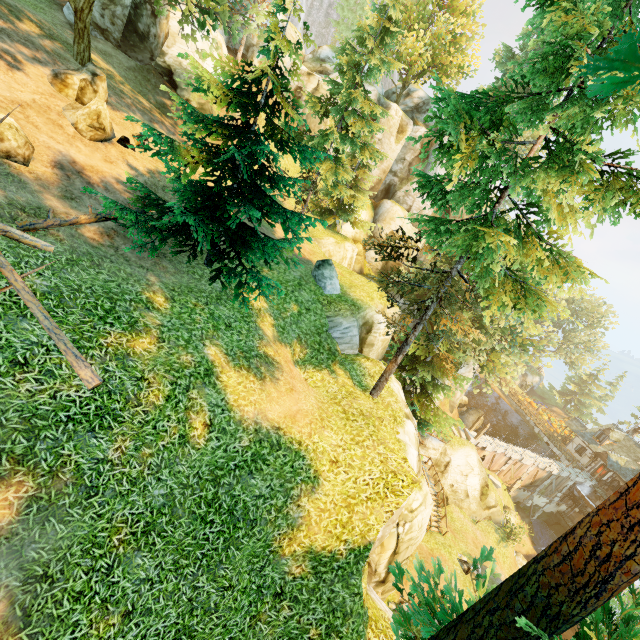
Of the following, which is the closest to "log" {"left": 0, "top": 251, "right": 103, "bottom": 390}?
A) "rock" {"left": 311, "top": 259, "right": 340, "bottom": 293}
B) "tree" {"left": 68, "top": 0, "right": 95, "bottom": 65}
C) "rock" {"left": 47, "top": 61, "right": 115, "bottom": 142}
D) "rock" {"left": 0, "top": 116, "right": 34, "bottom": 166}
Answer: "tree" {"left": 68, "top": 0, "right": 95, "bottom": 65}

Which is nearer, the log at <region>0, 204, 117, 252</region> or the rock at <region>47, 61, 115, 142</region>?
the log at <region>0, 204, 117, 252</region>

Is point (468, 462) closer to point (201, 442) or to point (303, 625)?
point (303, 625)

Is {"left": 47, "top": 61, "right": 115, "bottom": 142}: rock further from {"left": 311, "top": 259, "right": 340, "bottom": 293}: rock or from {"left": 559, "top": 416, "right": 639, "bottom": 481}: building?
{"left": 559, "top": 416, "right": 639, "bottom": 481}: building

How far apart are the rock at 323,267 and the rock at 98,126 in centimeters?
1014cm

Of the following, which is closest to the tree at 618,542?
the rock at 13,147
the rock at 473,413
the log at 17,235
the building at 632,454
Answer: the log at 17,235

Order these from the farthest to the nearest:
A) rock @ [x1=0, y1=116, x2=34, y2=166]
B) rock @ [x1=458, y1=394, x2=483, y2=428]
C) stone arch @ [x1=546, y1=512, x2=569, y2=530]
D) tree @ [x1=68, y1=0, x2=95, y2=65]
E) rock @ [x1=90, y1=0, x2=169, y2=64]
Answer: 1. rock @ [x1=458, y1=394, x2=483, y2=428]
2. stone arch @ [x1=546, y1=512, x2=569, y2=530]
3. rock @ [x1=90, y1=0, x2=169, y2=64]
4. tree @ [x1=68, y1=0, x2=95, y2=65]
5. rock @ [x1=0, y1=116, x2=34, y2=166]

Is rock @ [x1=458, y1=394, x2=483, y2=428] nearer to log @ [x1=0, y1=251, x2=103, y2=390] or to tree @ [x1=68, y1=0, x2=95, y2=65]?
tree @ [x1=68, y1=0, x2=95, y2=65]
